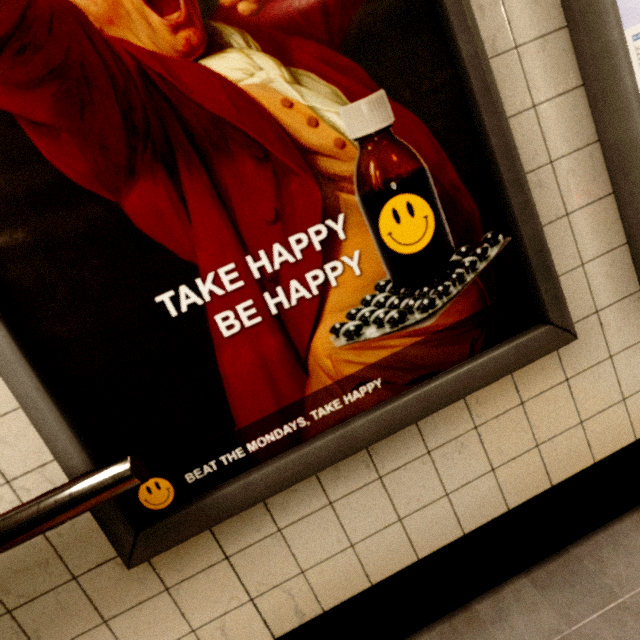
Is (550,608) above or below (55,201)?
below
